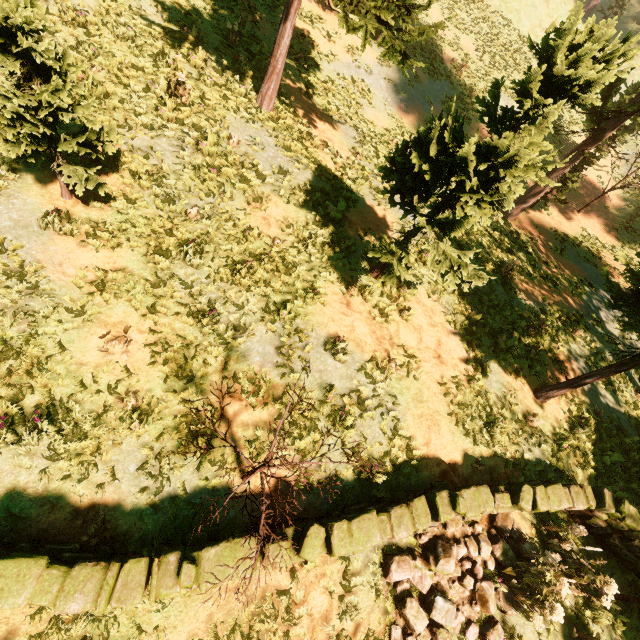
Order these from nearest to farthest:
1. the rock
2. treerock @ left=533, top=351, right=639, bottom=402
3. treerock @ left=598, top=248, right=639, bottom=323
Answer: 1. the rock
2. treerock @ left=598, top=248, right=639, bottom=323
3. treerock @ left=533, top=351, right=639, bottom=402

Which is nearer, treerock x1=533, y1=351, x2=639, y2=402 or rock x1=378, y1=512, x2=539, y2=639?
rock x1=378, y1=512, x2=539, y2=639

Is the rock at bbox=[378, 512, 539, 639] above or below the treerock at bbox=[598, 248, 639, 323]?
below

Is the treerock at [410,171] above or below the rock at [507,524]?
above

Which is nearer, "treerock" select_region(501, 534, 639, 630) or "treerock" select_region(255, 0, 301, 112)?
"treerock" select_region(501, 534, 639, 630)

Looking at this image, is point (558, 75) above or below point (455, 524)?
above

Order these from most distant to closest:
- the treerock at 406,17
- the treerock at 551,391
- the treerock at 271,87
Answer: the treerock at 271,87 < the treerock at 406,17 < the treerock at 551,391
